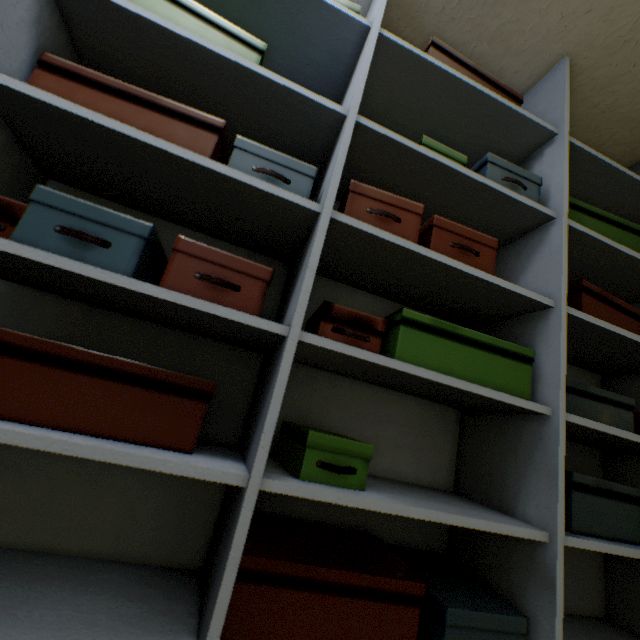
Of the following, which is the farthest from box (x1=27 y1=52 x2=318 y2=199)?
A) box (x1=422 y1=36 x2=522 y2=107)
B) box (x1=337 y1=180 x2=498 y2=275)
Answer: box (x1=422 y1=36 x2=522 y2=107)

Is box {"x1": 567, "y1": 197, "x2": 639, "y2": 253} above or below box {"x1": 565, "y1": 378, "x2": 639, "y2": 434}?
above

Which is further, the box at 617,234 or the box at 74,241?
the box at 617,234

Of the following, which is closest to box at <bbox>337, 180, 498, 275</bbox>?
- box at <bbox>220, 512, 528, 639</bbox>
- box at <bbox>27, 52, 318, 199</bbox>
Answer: box at <bbox>27, 52, 318, 199</bbox>

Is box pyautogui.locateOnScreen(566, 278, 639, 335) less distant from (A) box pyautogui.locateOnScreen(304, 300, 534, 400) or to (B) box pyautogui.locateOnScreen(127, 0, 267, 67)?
(A) box pyautogui.locateOnScreen(304, 300, 534, 400)

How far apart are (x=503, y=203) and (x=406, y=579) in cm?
104

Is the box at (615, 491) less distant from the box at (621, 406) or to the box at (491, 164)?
the box at (621, 406)

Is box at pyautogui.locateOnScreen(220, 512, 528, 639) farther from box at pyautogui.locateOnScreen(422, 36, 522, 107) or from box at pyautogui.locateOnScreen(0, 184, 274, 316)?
box at pyautogui.locateOnScreen(422, 36, 522, 107)
